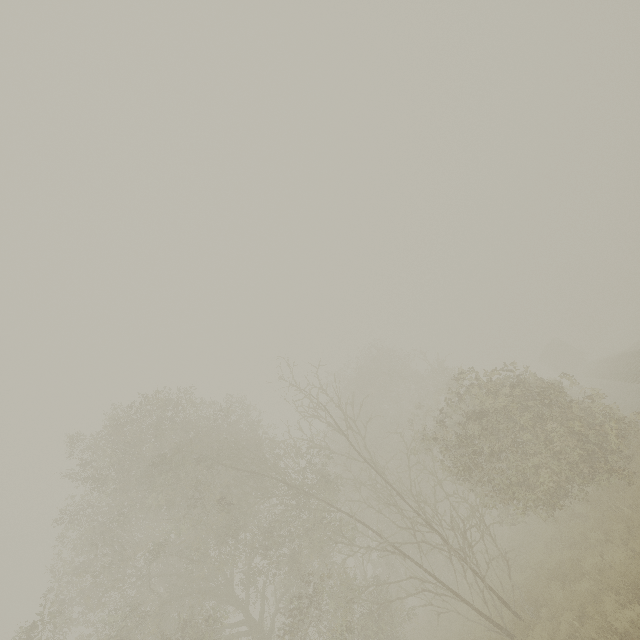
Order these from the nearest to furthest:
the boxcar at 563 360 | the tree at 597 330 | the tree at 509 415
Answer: the tree at 509 415 → the boxcar at 563 360 → the tree at 597 330

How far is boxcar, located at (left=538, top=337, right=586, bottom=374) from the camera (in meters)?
42.00

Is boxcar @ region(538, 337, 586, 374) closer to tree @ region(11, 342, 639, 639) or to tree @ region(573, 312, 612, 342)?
tree @ region(573, 312, 612, 342)

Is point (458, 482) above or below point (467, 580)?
above

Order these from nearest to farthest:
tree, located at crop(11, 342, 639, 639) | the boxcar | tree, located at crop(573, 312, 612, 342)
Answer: tree, located at crop(11, 342, 639, 639)
the boxcar
tree, located at crop(573, 312, 612, 342)

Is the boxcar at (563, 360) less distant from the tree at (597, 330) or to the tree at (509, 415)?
the tree at (597, 330)

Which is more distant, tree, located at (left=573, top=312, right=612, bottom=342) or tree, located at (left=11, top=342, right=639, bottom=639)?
tree, located at (left=573, top=312, right=612, bottom=342)
